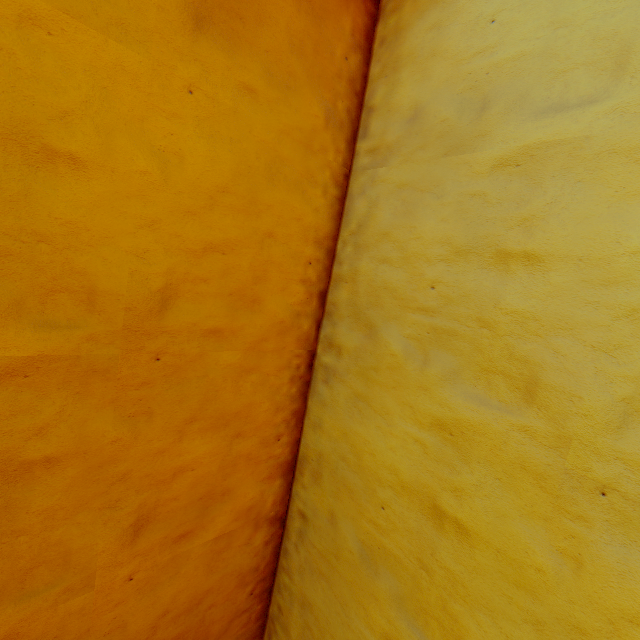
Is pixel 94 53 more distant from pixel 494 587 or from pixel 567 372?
pixel 494 587
